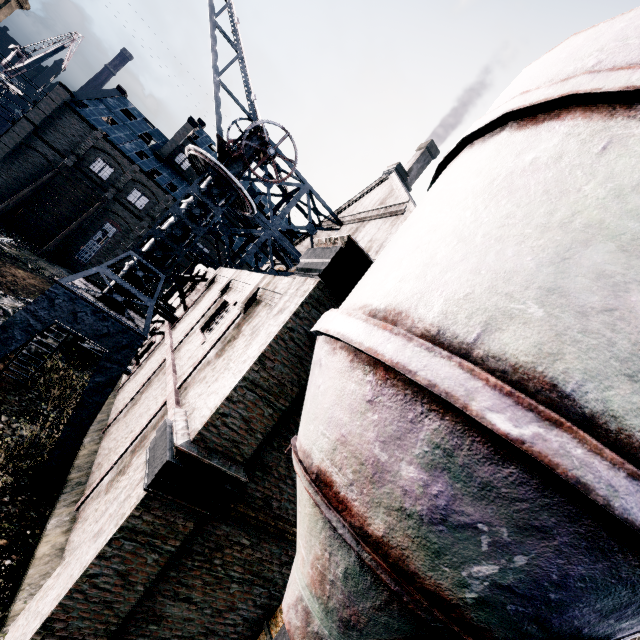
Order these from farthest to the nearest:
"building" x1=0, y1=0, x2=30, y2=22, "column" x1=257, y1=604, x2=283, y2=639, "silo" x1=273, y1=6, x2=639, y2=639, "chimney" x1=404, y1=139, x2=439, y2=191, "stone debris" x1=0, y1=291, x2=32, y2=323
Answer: "chimney" x1=404, y1=139, x2=439, y2=191 < "building" x1=0, y1=0, x2=30, y2=22 < "stone debris" x1=0, y1=291, x2=32, y2=323 < "column" x1=257, y1=604, x2=283, y2=639 < "silo" x1=273, y1=6, x2=639, y2=639

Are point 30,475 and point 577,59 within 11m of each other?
no

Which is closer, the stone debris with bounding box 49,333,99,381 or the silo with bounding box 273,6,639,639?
the silo with bounding box 273,6,639,639

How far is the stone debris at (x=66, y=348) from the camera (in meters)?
15.80

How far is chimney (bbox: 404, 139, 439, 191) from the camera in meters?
40.4

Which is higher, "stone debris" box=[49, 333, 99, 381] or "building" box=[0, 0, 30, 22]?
"building" box=[0, 0, 30, 22]

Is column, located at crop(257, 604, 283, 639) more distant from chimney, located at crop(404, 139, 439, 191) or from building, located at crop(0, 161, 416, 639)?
chimney, located at crop(404, 139, 439, 191)

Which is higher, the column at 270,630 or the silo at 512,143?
the silo at 512,143
